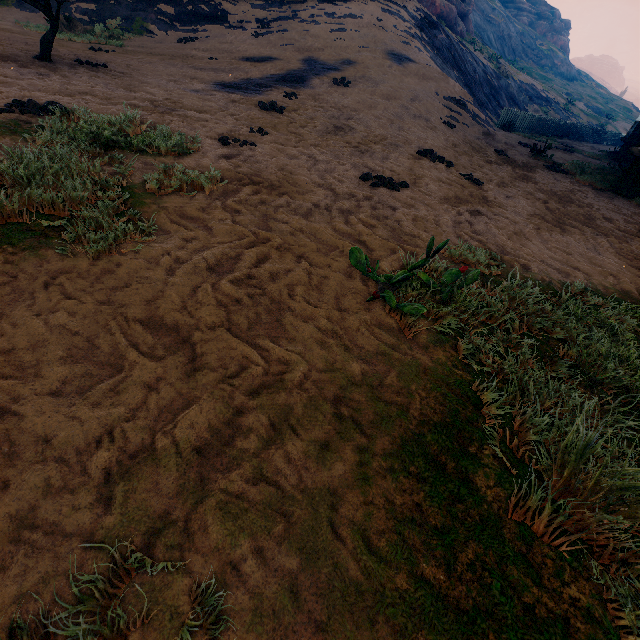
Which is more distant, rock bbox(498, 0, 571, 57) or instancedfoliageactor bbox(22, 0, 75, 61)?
rock bbox(498, 0, 571, 57)

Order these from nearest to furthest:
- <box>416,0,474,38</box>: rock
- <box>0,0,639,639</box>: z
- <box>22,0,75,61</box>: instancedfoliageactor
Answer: <box>0,0,639,639</box>: z < <box>22,0,75,61</box>: instancedfoliageactor < <box>416,0,474,38</box>: rock

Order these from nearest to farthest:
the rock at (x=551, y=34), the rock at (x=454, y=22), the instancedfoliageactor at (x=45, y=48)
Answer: the instancedfoliageactor at (x=45, y=48) < the rock at (x=454, y=22) < the rock at (x=551, y=34)

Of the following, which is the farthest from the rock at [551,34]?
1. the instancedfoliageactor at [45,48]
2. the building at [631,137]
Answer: the instancedfoliageactor at [45,48]

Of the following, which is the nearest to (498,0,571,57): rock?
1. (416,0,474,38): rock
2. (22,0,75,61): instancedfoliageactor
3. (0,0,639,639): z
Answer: (0,0,639,639): z

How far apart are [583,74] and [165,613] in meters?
85.6

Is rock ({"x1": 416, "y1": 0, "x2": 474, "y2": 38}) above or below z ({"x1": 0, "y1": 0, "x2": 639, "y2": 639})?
above

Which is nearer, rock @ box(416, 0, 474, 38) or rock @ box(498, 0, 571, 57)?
rock @ box(416, 0, 474, 38)
